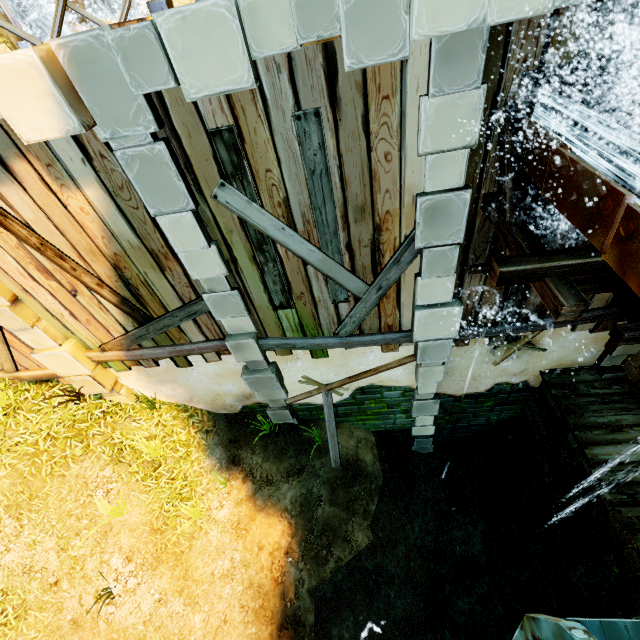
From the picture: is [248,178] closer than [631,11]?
No

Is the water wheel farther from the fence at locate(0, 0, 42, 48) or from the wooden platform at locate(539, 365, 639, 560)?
the fence at locate(0, 0, 42, 48)

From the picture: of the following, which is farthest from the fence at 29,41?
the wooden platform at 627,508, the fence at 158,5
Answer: the wooden platform at 627,508

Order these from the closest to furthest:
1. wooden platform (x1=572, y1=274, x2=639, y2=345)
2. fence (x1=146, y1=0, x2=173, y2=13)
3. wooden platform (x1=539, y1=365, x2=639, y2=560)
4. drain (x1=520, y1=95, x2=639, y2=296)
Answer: drain (x1=520, y1=95, x2=639, y2=296) → fence (x1=146, y1=0, x2=173, y2=13) → wooden platform (x1=572, y1=274, x2=639, y2=345) → wooden platform (x1=539, y1=365, x2=639, y2=560)

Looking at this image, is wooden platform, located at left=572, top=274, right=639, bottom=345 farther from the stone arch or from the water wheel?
the stone arch

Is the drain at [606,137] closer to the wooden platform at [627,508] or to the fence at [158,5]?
the fence at [158,5]

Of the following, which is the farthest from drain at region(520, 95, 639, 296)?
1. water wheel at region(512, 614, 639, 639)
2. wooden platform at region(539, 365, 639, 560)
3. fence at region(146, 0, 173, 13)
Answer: wooden platform at region(539, 365, 639, 560)

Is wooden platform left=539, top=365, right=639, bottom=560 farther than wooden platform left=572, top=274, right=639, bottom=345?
Yes
